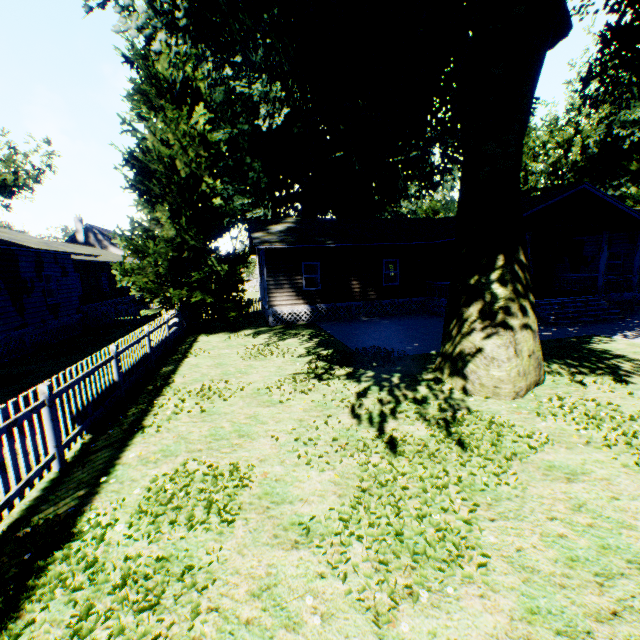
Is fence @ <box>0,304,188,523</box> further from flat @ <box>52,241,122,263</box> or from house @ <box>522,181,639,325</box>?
flat @ <box>52,241,122,263</box>

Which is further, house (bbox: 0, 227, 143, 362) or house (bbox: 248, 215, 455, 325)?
house (bbox: 248, 215, 455, 325)

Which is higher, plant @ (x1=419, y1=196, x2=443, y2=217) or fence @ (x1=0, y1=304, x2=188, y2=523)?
plant @ (x1=419, y1=196, x2=443, y2=217)

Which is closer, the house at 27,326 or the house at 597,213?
the house at 27,326

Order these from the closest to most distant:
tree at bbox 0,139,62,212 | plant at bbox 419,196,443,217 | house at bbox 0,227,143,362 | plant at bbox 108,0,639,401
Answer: plant at bbox 108,0,639,401 < house at bbox 0,227,143,362 < tree at bbox 0,139,62,212 < plant at bbox 419,196,443,217

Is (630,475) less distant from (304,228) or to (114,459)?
(114,459)

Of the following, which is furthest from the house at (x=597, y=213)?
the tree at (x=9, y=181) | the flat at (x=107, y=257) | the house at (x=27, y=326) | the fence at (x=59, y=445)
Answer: the tree at (x=9, y=181)

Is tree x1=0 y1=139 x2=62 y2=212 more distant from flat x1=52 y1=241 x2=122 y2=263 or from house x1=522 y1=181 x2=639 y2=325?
house x1=522 y1=181 x2=639 y2=325
